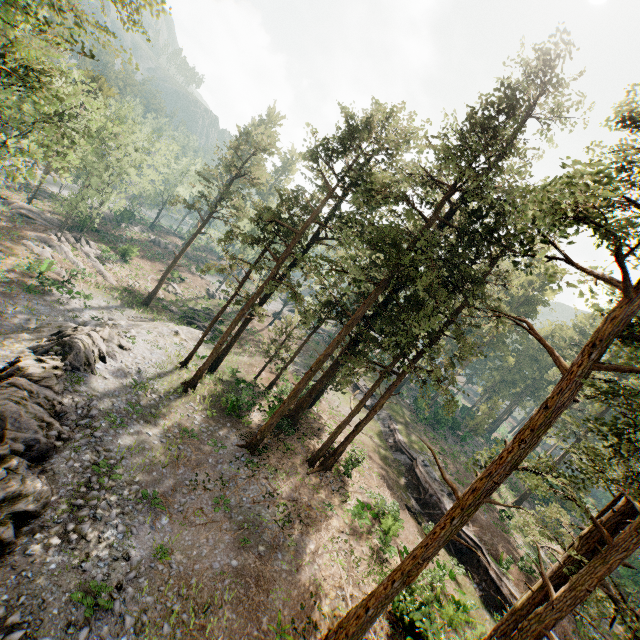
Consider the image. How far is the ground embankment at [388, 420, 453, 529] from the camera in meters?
26.4 m

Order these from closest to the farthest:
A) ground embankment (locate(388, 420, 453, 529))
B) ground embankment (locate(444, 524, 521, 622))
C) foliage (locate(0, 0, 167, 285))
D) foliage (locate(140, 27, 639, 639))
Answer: foliage (locate(140, 27, 639, 639)) < foliage (locate(0, 0, 167, 285)) < ground embankment (locate(444, 524, 521, 622)) < ground embankment (locate(388, 420, 453, 529))

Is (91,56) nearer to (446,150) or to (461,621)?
(446,150)

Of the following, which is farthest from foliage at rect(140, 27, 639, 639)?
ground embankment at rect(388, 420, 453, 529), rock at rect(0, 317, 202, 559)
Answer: rock at rect(0, 317, 202, 559)

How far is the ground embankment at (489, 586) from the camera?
21.4 meters

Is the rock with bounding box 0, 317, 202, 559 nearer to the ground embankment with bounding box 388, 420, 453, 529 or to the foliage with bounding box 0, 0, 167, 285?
the foliage with bounding box 0, 0, 167, 285

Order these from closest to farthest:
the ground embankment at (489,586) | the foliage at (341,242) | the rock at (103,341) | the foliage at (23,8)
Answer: the foliage at (341,242) < the rock at (103,341) < the foliage at (23,8) < the ground embankment at (489,586)
